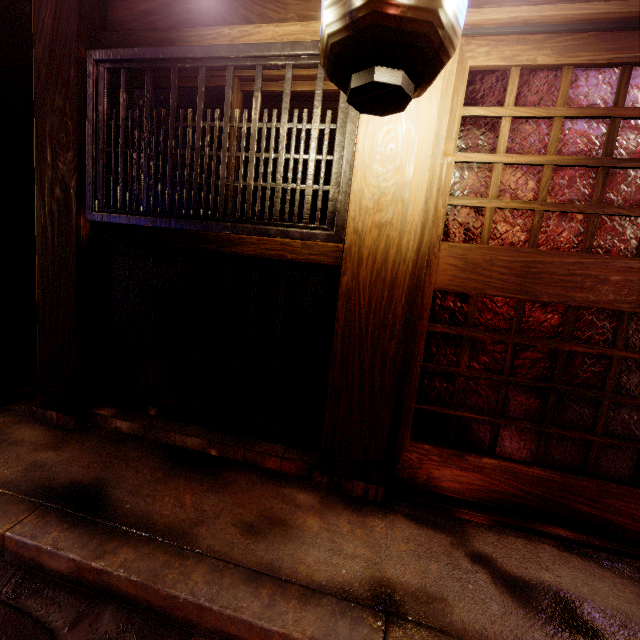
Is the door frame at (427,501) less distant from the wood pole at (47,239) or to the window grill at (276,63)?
the window grill at (276,63)

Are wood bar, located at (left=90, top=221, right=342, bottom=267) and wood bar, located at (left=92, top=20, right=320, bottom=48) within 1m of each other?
no

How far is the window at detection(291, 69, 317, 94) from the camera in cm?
376

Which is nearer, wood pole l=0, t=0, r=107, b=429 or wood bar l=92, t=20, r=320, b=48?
wood bar l=92, t=20, r=320, b=48

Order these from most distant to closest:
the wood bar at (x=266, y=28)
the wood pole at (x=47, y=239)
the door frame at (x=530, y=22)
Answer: the wood pole at (x=47, y=239), the wood bar at (x=266, y=28), the door frame at (x=530, y=22)

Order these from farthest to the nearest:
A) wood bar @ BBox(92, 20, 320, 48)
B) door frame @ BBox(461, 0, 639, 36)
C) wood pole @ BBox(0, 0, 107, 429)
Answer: wood pole @ BBox(0, 0, 107, 429) → wood bar @ BBox(92, 20, 320, 48) → door frame @ BBox(461, 0, 639, 36)

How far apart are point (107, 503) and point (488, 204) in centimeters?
506cm

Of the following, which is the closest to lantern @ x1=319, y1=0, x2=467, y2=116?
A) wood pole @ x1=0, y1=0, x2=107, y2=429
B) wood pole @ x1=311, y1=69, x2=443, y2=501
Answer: wood pole @ x1=311, y1=69, x2=443, y2=501
